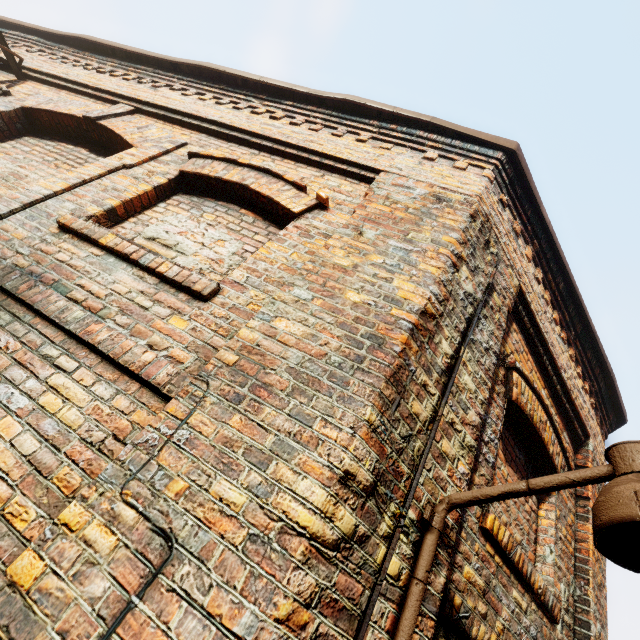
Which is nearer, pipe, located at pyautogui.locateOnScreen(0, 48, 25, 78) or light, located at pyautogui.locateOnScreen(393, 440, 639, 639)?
light, located at pyautogui.locateOnScreen(393, 440, 639, 639)

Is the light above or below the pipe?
below

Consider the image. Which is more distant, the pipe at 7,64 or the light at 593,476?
the pipe at 7,64

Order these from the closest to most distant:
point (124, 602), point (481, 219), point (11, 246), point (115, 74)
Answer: point (124, 602) < point (11, 246) < point (481, 219) < point (115, 74)

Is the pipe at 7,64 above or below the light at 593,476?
above
